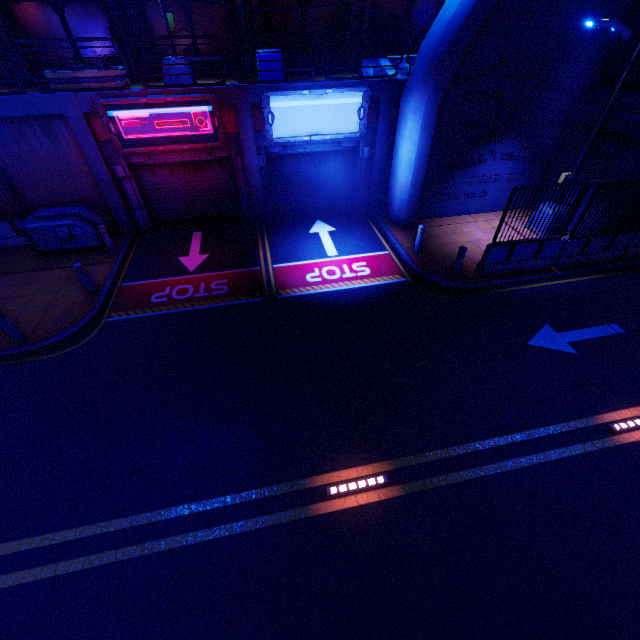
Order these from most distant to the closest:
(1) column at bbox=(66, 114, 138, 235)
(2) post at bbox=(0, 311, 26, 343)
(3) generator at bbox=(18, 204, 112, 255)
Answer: (3) generator at bbox=(18, 204, 112, 255) → (1) column at bbox=(66, 114, 138, 235) → (2) post at bbox=(0, 311, 26, 343)

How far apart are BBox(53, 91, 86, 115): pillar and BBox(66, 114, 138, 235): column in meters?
0.0

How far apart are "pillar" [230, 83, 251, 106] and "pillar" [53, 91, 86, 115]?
4.7 meters

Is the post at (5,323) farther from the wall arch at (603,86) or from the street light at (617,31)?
the wall arch at (603,86)

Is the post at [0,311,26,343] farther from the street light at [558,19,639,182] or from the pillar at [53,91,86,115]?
the street light at [558,19,639,182]

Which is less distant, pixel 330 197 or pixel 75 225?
pixel 75 225

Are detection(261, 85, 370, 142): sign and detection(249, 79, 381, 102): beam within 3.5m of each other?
yes

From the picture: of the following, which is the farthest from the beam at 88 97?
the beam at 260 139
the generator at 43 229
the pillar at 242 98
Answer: the generator at 43 229
